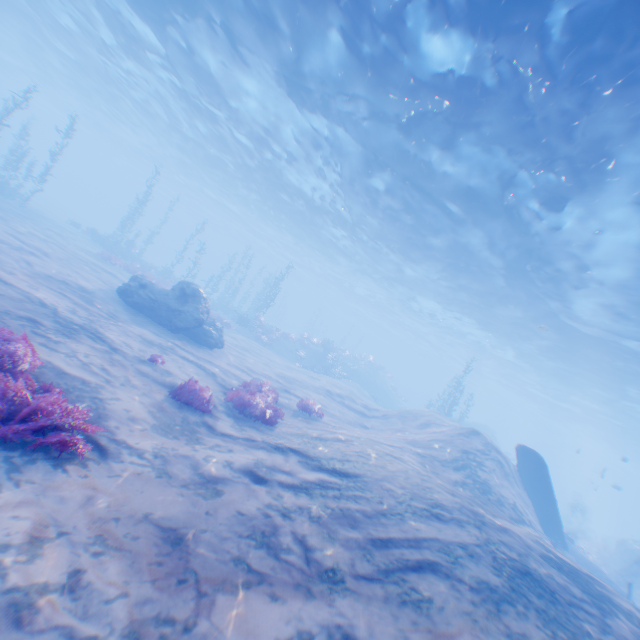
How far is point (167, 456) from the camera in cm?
545

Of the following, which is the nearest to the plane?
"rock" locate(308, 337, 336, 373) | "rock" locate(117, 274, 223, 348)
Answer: "rock" locate(308, 337, 336, 373)

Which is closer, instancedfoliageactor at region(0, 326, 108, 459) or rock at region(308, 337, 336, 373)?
instancedfoliageactor at region(0, 326, 108, 459)

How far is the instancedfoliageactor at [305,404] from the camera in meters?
12.3 m

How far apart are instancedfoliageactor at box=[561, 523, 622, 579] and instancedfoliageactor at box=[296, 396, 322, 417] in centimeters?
2770cm

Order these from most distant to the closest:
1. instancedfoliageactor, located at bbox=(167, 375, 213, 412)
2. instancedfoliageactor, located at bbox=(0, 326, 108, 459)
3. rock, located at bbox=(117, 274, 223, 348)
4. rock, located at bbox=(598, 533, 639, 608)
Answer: rock, located at bbox=(598, 533, 639, 608), rock, located at bbox=(117, 274, 223, 348), instancedfoliageactor, located at bbox=(167, 375, 213, 412), instancedfoliageactor, located at bbox=(0, 326, 108, 459)

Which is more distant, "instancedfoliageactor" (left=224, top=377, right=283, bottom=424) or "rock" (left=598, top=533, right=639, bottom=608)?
"rock" (left=598, top=533, right=639, bottom=608)

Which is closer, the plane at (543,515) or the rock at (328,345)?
the plane at (543,515)
